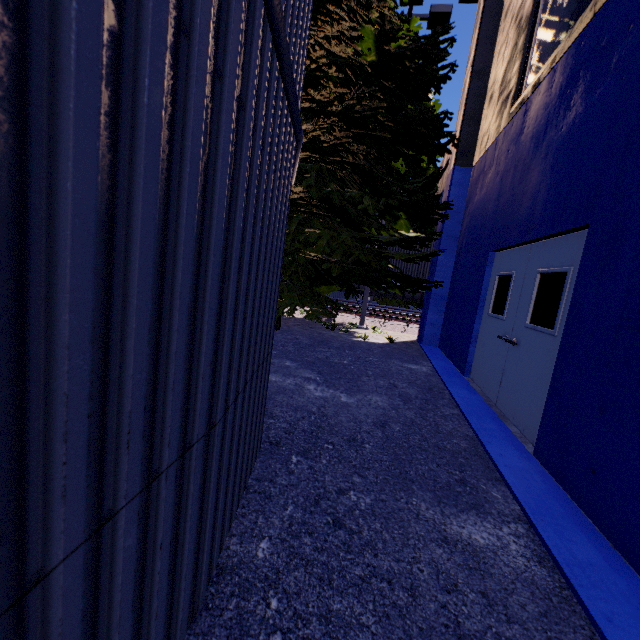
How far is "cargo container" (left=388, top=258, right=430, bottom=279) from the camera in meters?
16.1

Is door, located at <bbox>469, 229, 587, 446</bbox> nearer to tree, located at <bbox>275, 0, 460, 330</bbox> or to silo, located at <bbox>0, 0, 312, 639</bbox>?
tree, located at <bbox>275, 0, 460, 330</bbox>

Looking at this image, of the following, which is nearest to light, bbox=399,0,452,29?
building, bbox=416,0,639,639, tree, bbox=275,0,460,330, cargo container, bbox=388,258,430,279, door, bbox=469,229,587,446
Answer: tree, bbox=275,0,460,330

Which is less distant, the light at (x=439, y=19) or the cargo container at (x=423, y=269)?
the light at (x=439, y=19)

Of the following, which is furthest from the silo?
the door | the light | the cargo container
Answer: the cargo container

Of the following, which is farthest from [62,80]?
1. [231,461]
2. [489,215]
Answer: [489,215]

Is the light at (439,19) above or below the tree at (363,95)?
above

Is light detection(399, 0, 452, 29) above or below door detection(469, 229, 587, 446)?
above
